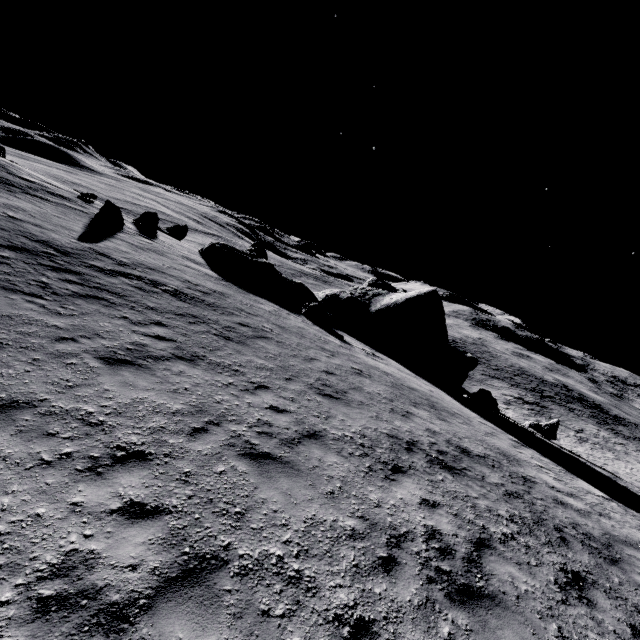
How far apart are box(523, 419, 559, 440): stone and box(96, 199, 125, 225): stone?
30.3m

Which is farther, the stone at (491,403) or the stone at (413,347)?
the stone at (413,347)

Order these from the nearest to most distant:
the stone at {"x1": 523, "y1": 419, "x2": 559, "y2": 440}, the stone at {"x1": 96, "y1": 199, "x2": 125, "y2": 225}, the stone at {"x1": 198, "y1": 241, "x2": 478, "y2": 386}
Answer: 1. the stone at {"x1": 96, "y1": 199, "x2": 125, "y2": 225}
2. the stone at {"x1": 523, "y1": 419, "x2": 559, "y2": 440}
3. the stone at {"x1": 198, "y1": 241, "x2": 478, "y2": 386}

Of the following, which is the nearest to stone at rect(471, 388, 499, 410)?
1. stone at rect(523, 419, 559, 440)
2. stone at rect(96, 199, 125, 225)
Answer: stone at rect(523, 419, 559, 440)

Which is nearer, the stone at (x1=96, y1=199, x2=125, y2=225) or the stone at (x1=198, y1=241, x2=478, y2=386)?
the stone at (x1=96, y1=199, x2=125, y2=225)

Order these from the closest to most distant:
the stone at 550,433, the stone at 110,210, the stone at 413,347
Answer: the stone at 110,210 < the stone at 550,433 < the stone at 413,347

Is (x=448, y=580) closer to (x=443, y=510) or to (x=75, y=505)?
(x=443, y=510)

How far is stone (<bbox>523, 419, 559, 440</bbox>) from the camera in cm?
2109
